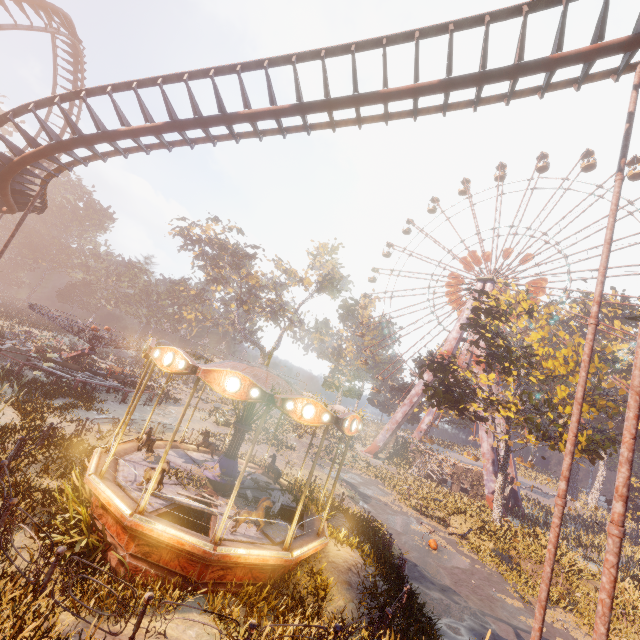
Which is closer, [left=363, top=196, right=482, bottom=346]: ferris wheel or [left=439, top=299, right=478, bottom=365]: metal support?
[left=439, top=299, right=478, bottom=365]: metal support

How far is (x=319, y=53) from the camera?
9.63m

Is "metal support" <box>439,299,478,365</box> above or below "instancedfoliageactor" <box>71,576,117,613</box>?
above

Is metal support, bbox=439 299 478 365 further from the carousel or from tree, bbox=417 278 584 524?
the carousel

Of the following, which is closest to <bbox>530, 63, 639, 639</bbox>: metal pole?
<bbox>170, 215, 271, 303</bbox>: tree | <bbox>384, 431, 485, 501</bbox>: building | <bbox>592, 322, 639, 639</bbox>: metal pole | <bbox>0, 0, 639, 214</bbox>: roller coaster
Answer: <bbox>0, 0, 639, 214</bbox>: roller coaster

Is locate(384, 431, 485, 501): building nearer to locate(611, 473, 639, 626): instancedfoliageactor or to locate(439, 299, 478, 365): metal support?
locate(439, 299, 478, 365): metal support

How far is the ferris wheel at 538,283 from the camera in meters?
39.3

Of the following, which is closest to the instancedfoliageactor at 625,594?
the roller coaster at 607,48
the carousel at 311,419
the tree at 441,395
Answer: the carousel at 311,419
